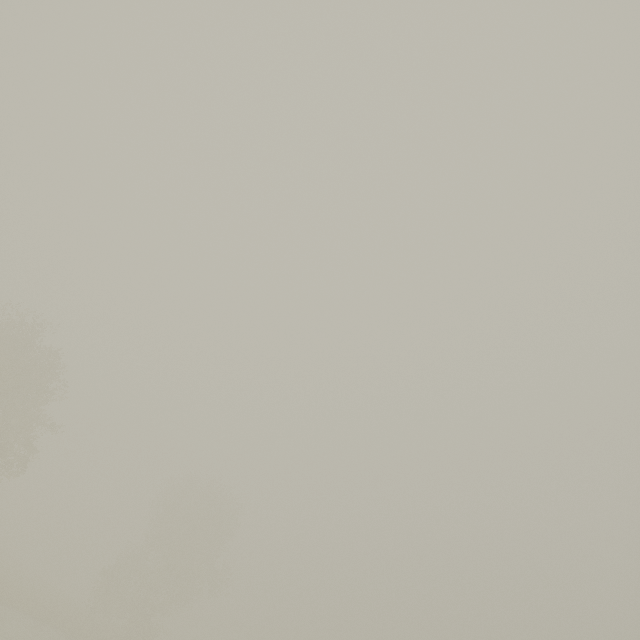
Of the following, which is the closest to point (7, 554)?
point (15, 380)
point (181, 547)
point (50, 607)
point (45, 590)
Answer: point (45, 590)
